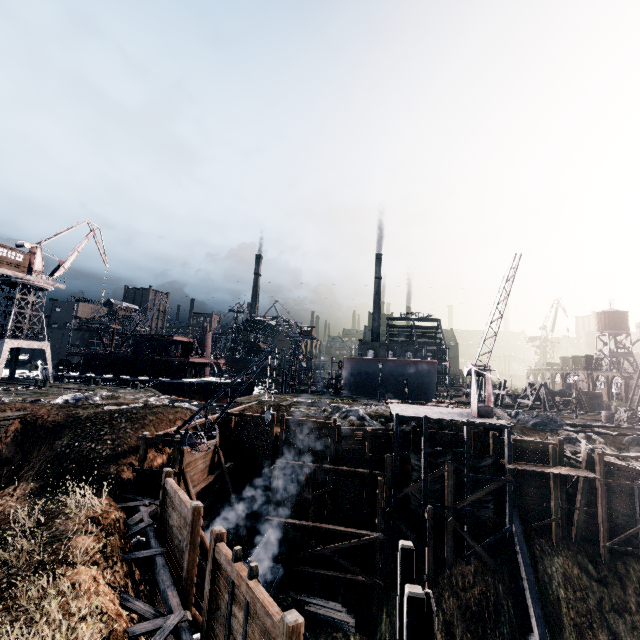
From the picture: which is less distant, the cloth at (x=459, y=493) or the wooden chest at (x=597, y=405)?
the cloth at (x=459, y=493)

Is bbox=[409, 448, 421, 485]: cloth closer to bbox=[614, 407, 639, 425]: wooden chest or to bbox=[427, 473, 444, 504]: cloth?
bbox=[427, 473, 444, 504]: cloth

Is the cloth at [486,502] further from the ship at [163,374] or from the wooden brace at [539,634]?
the ship at [163,374]

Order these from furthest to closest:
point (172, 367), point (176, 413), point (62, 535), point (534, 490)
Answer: point (172, 367) < point (176, 413) < point (534, 490) < point (62, 535)

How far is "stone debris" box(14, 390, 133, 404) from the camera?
26.7m

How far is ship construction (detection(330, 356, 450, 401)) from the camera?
52.8m

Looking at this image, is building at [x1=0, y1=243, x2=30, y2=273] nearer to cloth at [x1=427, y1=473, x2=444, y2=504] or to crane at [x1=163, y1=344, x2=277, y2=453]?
crane at [x1=163, y1=344, x2=277, y2=453]

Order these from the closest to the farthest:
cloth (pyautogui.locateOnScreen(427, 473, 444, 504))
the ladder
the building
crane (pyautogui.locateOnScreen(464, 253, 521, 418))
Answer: the ladder < crane (pyautogui.locateOnScreen(464, 253, 521, 418)) < cloth (pyautogui.locateOnScreen(427, 473, 444, 504)) < the building
